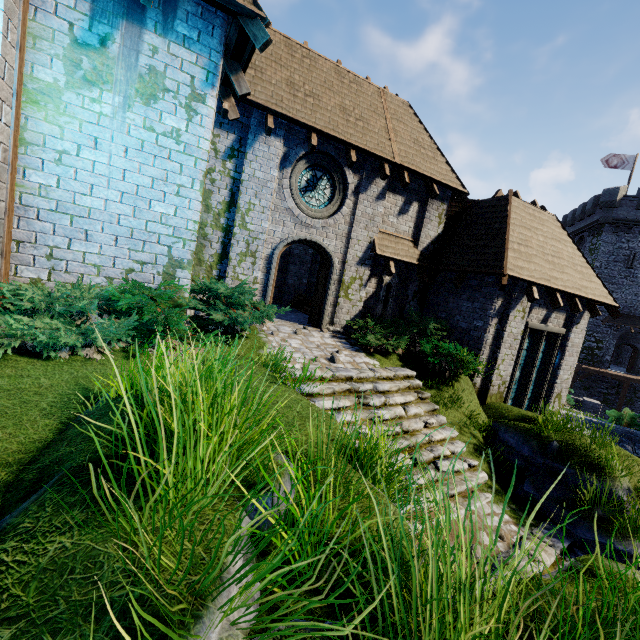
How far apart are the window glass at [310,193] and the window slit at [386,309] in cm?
304

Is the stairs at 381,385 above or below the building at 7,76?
below

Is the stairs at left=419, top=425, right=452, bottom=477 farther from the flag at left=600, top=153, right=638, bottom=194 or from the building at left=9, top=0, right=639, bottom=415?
the flag at left=600, top=153, right=638, bottom=194

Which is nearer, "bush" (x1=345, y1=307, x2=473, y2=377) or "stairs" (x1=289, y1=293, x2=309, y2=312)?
"bush" (x1=345, y1=307, x2=473, y2=377)

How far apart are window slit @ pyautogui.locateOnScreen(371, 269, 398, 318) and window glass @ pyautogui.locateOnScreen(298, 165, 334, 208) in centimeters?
304cm

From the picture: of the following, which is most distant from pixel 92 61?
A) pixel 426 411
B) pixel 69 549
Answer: pixel 426 411

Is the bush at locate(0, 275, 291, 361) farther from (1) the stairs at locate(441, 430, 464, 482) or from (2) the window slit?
(2) the window slit

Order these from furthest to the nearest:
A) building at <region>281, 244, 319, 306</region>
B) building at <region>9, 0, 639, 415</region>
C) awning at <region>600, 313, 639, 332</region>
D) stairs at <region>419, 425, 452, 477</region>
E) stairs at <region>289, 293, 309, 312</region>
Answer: awning at <region>600, 313, 639, 332</region> < building at <region>281, 244, 319, 306</region> < stairs at <region>289, 293, 309, 312</region> < stairs at <region>419, 425, 452, 477</region> < building at <region>9, 0, 639, 415</region>
